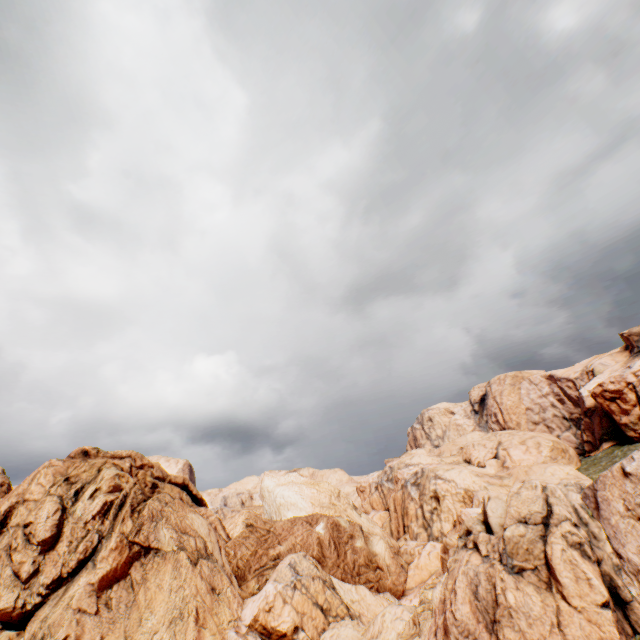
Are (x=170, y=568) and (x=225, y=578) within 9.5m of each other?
yes

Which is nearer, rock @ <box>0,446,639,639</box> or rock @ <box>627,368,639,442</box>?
rock @ <box>0,446,639,639</box>

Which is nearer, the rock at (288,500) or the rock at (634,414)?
the rock at (288,500)
